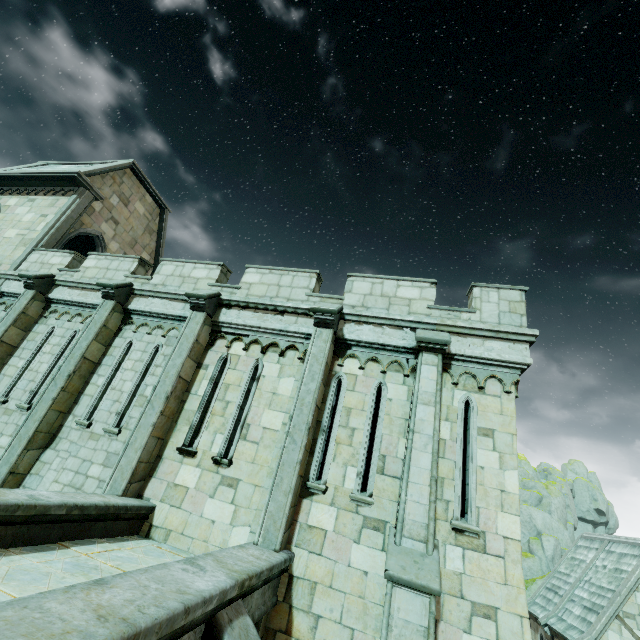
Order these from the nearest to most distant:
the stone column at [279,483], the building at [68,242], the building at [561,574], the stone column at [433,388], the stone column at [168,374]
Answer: the stone column at [433,388], the stone column at [279,483], the stone column at [168,374], the building at [68,242], the building at [561,574]

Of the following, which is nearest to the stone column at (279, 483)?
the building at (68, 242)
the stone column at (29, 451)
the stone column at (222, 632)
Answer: the stone column at (222, 632)

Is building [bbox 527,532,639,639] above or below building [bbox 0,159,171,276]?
below

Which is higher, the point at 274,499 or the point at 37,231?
the point at 37,231

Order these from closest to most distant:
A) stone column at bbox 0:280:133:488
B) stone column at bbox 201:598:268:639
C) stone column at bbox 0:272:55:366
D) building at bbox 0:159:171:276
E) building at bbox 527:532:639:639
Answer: stone column at bbox 201:598:268:639, stone column at bbox 0:280:133:488, stone column at bbox 0:272:55:366, building at bbox 0:159:171:276, building at bbox 527:532:639:639

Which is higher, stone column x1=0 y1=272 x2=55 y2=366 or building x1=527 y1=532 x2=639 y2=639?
stone column x1=0 y1=272 x2=55 y2=366

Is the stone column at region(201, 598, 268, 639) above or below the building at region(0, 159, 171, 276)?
below

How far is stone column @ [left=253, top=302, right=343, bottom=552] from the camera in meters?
6.0
